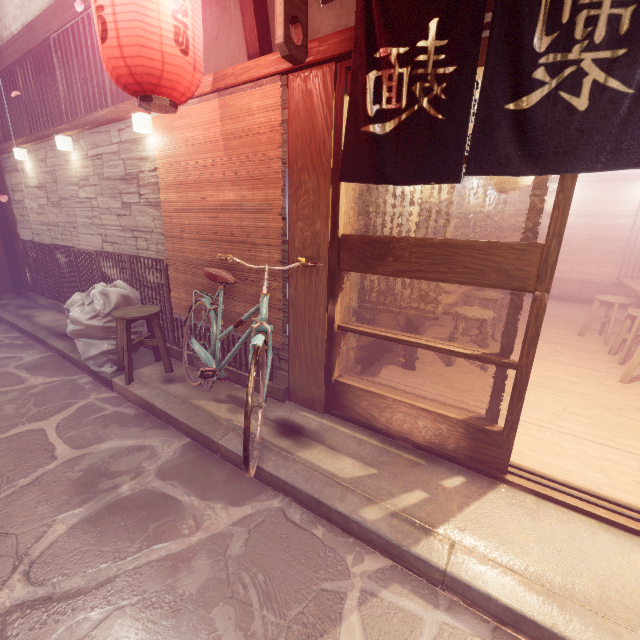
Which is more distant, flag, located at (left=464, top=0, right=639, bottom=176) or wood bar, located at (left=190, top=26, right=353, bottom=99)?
wood bar, located at (left=190, top=26, right=353, bottom=99)

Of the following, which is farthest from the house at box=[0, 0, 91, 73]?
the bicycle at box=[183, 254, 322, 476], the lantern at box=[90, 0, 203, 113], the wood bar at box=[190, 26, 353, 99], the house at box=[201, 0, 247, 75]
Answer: the bicycle at box=[183, 254, 322, 476]

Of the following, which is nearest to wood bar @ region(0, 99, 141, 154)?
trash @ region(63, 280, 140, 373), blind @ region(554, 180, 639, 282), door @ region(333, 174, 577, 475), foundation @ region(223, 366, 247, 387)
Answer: door @ region(333, 174, 577, 475)

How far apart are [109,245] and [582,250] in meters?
18.2 m

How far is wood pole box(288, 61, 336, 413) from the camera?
4.4 meters

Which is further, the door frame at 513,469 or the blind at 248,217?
the blind at 248,217

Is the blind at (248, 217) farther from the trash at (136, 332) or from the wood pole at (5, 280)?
the wood pole at (5, 280)

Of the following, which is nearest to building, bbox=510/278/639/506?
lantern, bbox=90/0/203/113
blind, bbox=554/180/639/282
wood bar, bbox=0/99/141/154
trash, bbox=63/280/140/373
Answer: blind, bbox=554/180/639/282
